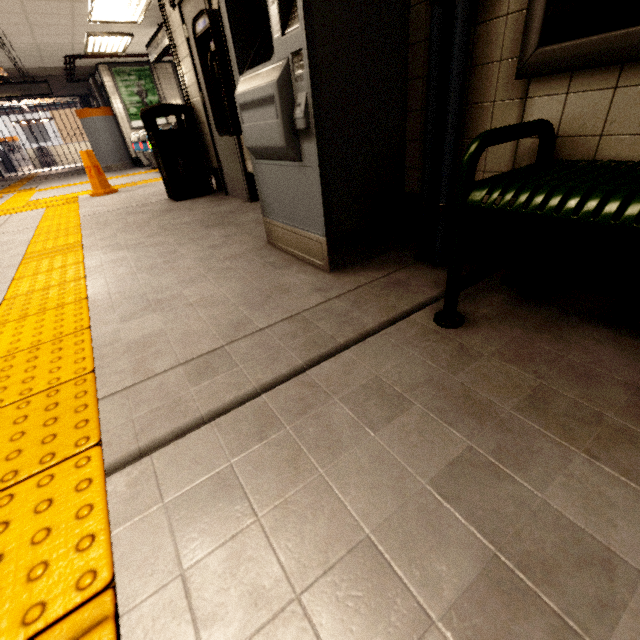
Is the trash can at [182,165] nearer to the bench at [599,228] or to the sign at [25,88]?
the bench at [599,228]

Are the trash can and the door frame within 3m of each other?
yes

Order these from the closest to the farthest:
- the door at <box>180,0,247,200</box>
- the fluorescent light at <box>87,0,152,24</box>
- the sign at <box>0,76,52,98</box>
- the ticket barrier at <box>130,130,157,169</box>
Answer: the door at <box>180,0,247,200</box>
the fluorescent light at <box>87,0,152,24</box>
the ticket barrier at <box>130,130,157,169</box>
the sign at <box>0,76,52,98</box>

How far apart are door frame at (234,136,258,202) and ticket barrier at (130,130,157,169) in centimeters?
669cm

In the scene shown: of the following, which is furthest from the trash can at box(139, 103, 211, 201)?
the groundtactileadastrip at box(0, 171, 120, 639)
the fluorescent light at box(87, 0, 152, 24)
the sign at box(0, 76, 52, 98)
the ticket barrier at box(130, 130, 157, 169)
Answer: the sign at box(0, 76, 52, 98)

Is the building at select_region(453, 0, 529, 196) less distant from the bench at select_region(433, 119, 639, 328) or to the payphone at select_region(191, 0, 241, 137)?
the bench at select_region(433, 119, 639, 328)

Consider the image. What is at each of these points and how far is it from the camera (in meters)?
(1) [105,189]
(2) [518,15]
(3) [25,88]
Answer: (1) wet floor cone, 6.18
(2) building, 1.25
(3) sign, 10.52

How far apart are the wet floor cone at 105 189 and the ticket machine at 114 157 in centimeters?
610cm
